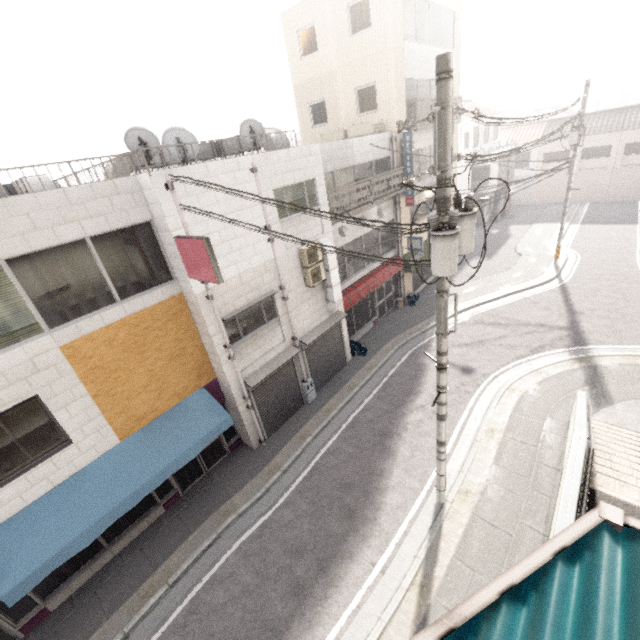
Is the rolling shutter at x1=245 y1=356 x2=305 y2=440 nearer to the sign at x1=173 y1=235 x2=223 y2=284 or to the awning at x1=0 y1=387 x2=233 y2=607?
the awning at x1=0 y1=387 x2=233 y2=607

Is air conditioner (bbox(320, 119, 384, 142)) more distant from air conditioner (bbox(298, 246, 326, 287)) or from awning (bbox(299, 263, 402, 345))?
air conditioner (bbox(298, 246, 326, 287))

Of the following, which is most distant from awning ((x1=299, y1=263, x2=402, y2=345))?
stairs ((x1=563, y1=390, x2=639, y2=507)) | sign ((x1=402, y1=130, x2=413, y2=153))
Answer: stairs ((x1=563, y1=390, x2=639, y2=507))

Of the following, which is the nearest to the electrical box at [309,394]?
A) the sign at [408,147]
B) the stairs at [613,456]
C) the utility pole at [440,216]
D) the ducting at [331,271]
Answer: the ducting at [331,271]

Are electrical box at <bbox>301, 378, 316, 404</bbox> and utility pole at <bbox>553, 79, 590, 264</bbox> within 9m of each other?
no

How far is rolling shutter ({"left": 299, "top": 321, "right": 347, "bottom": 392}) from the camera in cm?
1259

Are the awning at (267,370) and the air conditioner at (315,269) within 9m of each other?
yes

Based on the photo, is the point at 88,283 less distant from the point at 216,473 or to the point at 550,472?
the point at 216,473
